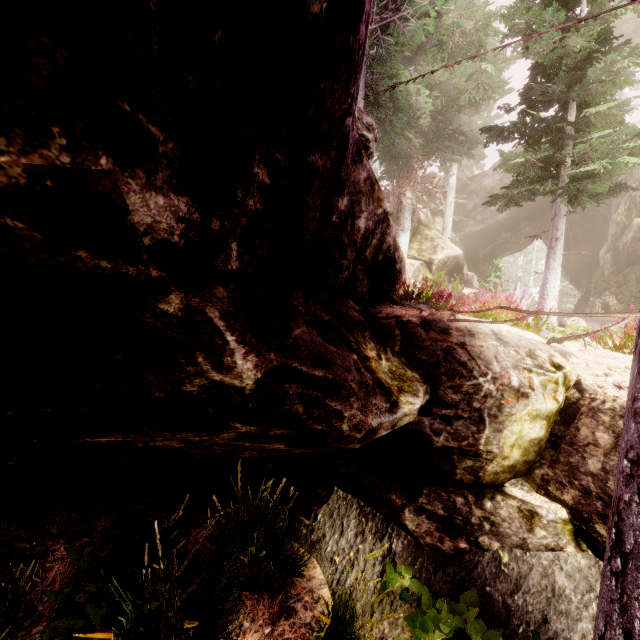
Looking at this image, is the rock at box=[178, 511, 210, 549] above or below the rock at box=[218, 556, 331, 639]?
above

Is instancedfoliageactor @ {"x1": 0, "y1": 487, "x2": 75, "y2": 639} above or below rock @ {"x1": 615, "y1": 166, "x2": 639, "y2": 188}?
below

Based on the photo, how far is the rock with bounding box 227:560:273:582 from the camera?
3.38m

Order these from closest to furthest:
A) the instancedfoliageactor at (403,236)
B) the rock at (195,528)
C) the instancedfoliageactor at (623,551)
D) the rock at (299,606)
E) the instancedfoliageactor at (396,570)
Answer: the instancedfoliageactor at (623,551) < the instancedfoliageactor at (396,570) < the rock at (299,606) < the rock at (195,528) < the instancedfoliageactor at (403,236)

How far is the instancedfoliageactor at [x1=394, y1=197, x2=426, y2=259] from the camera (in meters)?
17.55

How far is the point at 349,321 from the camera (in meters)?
3.40

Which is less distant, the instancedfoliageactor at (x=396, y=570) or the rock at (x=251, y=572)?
the instancedfoliageactor at (x=396, y=570)
